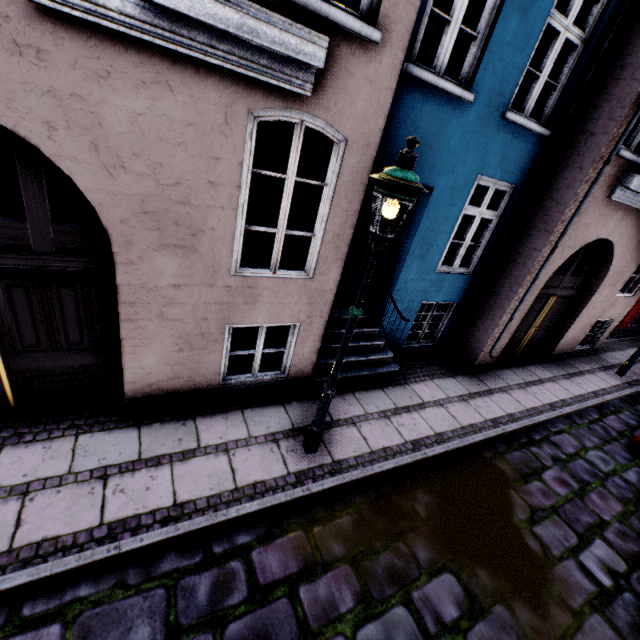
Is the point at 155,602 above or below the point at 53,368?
below

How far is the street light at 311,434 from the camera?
2.6 meters

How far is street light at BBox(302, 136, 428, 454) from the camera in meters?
2.6 m
